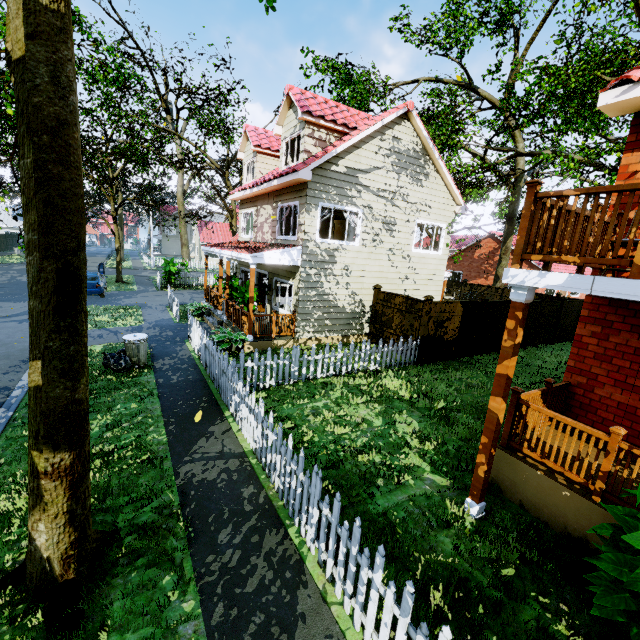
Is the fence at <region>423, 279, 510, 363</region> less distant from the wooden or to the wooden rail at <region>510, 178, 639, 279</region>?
the wooden rail at <region>510, 178, 639, 279</region>

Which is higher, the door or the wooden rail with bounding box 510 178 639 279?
the door

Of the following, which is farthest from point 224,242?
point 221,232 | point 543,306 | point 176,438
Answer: point 221,232

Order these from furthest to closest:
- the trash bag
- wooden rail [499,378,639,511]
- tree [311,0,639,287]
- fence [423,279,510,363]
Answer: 1. tree [311,0,639,287]
2. fence [423,279,510,363]
3. the trash bag
4. wooden rail [499,378,639,511]

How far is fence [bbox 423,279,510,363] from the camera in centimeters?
1181cm

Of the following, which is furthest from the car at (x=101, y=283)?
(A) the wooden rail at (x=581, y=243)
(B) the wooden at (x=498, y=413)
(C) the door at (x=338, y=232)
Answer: (B) the wooden at (x=498, y=413)

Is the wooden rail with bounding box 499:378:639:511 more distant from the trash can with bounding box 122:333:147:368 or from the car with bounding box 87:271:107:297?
the car with bounding box 87:271:107:297

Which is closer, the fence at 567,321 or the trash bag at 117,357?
the trash bag at 117,357
